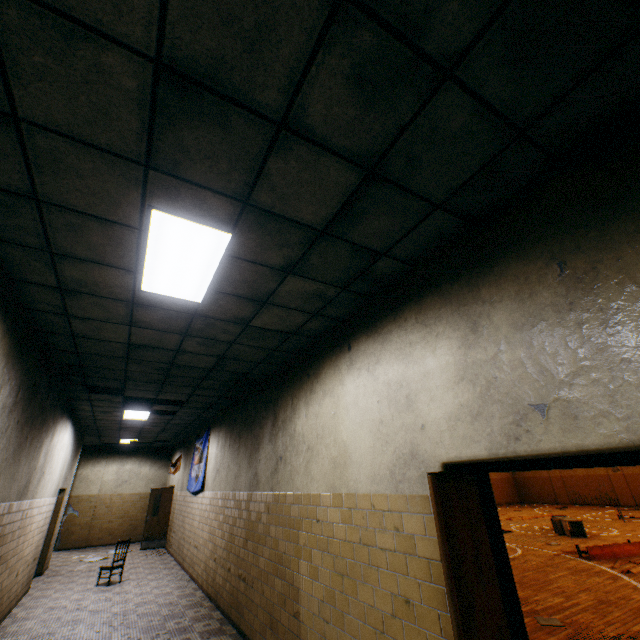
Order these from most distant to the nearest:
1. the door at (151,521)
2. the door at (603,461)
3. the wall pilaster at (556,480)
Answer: the wall pilaster at (556,480)
the door at (151,521)
the door at (603,461)

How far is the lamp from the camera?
2.58m

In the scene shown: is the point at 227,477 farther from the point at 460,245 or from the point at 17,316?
the point at 460,245

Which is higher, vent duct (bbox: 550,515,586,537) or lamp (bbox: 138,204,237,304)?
lamp (bbox: 138,204,237,304)

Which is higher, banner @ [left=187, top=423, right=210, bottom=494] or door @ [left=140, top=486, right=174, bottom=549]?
banner @ [left=187, top=423, right=210, bottom=494]

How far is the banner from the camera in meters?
9.4 m

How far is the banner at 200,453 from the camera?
9.36m

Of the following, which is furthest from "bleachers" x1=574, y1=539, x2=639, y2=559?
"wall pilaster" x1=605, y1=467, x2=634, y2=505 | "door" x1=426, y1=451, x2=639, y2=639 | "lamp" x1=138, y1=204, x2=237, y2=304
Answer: "wall pilaster" x1=605, y1=467, x2=634, y2=505
